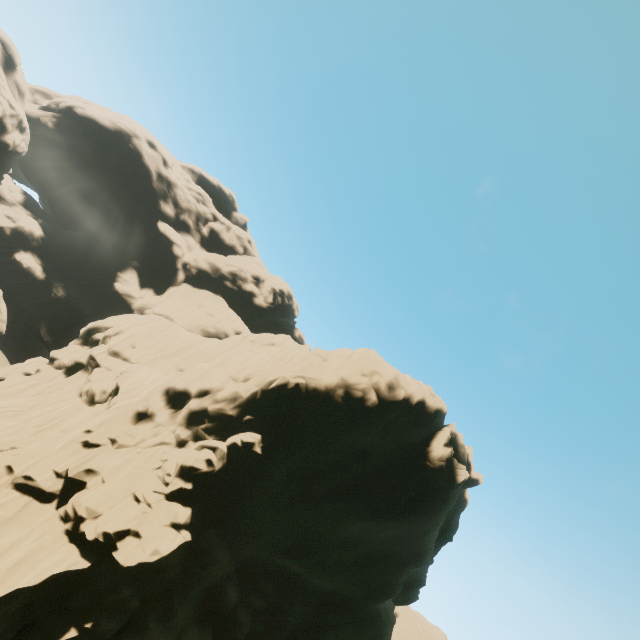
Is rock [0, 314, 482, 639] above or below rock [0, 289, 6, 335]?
above

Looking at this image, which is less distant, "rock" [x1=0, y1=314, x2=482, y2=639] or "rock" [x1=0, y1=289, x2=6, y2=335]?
"rock" [x1=0, y1=314, x2=482, y2=639]

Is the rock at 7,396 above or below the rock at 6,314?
above

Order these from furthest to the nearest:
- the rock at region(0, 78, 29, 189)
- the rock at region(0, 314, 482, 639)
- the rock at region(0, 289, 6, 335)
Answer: the rock at region(0, 289, 6, 335) < the rock at region(0, 78, 29, 189) < the rock at region(0, 314, 482, 639)

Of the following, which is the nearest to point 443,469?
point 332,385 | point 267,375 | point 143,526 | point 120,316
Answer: point 332,385

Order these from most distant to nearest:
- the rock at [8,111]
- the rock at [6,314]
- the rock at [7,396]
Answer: the rock at [6,314] → the rock at [8,111] → the rock at [7,396]
